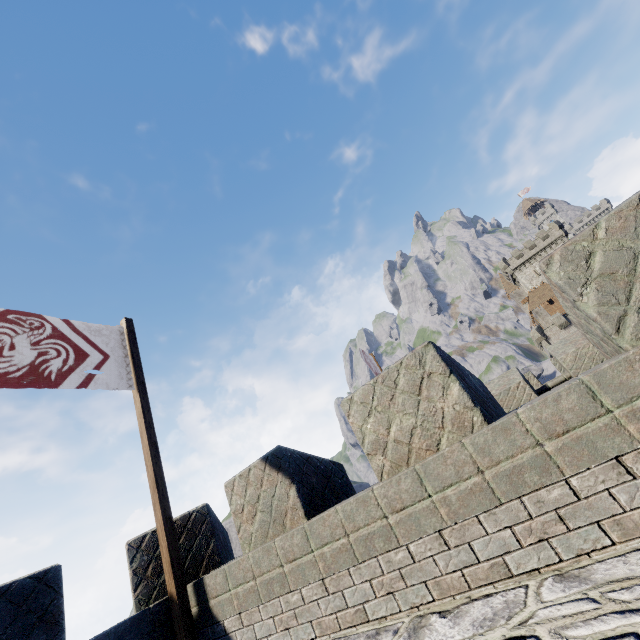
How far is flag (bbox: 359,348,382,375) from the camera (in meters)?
12.96

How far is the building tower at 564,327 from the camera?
44.9 meters

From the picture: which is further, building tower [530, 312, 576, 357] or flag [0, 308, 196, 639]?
building tower [530, 312, 576, 357]

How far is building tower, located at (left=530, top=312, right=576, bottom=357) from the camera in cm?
4494

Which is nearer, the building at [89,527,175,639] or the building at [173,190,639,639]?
the building at [173,190,639,639]

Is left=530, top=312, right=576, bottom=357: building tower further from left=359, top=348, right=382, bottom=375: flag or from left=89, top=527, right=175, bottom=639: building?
left=359, top=348, right=382, bottom=375: flag

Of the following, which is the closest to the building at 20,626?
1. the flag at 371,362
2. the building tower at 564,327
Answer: the flag at 371,362

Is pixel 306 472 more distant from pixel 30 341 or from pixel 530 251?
pixel 530 251
